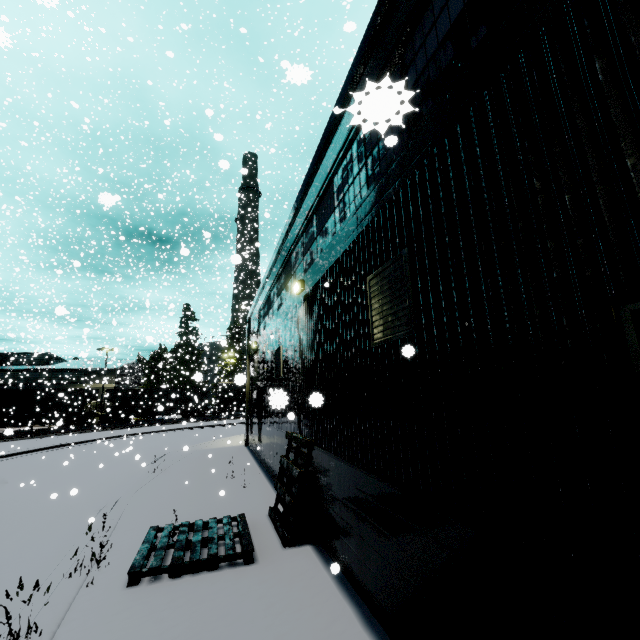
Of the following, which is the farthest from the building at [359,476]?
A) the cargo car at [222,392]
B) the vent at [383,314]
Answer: the cargo car at [222,392]

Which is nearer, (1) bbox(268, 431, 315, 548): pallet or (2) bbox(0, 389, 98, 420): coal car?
(1) bbox(268, 431, 315, 548): pallet

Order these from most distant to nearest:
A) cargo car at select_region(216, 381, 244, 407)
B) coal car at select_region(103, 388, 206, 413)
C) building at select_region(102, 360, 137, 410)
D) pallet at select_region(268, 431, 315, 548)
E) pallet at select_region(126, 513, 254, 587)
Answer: building at select_region(102, 360, 137, 410) < coal car at select_region(103, 388, 206, 413) < cargo car at select_region(216, 381, 244, 407) < pallet at select_region(268, 431, 315, 548) < pallet at select_region(126, 513, 254, 587)

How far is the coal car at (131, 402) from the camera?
38.7m

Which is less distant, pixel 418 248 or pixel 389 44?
pixel 418 248

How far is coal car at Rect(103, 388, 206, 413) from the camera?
38.67m

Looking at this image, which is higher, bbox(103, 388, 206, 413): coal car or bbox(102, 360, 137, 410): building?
bbox(102, 360, 137, 410): building
